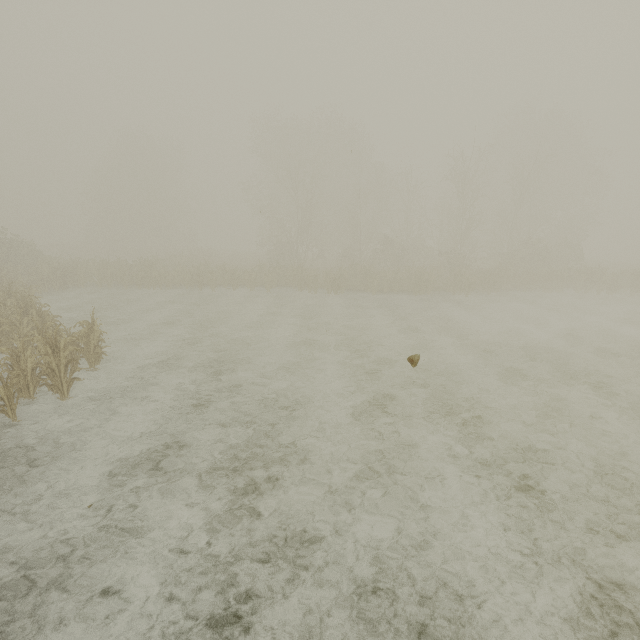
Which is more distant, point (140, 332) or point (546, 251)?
point (546, 251)
